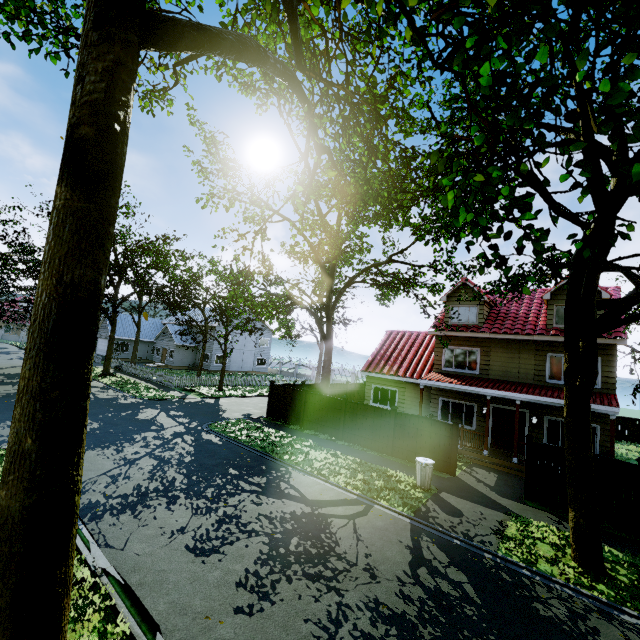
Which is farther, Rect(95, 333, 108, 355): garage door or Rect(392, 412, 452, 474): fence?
Rect(95, 333, 108, 355): garage door

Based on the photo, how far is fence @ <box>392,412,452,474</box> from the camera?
13.4m

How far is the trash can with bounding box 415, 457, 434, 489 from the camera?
11.3 meters

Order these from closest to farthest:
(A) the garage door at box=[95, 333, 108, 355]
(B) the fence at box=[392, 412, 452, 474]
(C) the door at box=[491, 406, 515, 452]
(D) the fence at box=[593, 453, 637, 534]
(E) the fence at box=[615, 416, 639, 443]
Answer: (D) the fence at box=[593, 453, 637, 534], (B) the fence at box=[392, 412, 452, 474], (C) the door at box=[491, 406, 515, 452], (E) the fence at box=[615, 416, 639, 443], (A) the garage door at box=[95, 333, 108, 355]

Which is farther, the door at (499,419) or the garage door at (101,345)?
the garage door at (101,345)

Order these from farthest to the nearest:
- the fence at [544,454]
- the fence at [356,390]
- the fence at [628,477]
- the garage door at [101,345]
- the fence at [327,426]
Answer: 1. the garage door at [101,345]
2. the fence at [327,426]
3. the fence at [356,390]
4. the fence at [544,454]
5. the fence at [628,477]

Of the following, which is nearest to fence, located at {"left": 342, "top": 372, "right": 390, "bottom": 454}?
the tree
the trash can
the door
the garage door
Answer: the tree

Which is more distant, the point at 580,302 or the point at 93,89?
the point at 580,302
